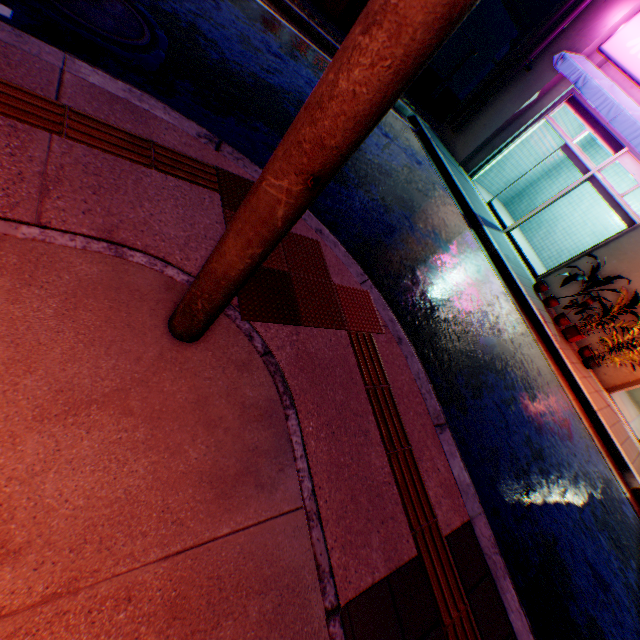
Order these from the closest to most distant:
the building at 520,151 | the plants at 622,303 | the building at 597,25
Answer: the plants at 622,303 → the building at 597,25 → the building at 520,151

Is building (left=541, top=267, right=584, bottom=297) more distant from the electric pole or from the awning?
the electric pole

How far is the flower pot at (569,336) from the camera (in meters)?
7.64

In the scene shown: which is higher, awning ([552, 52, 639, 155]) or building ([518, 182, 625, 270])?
awning ([552, 52, 639, 155])

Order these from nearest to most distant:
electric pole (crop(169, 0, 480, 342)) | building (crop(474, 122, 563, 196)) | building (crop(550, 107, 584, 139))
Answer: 1. electric pole (crop(169, 0, 480, 342))
2. building (crop(550, 107, 584, 139))
3. building (crop(474, 122, 563, 196))

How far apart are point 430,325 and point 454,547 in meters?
2.5

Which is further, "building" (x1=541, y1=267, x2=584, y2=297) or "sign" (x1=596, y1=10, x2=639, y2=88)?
"building" (x1=541, y1=267, x2=584, y2=297)

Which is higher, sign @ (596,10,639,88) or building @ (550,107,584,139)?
sign @ (596,10,639,88)
